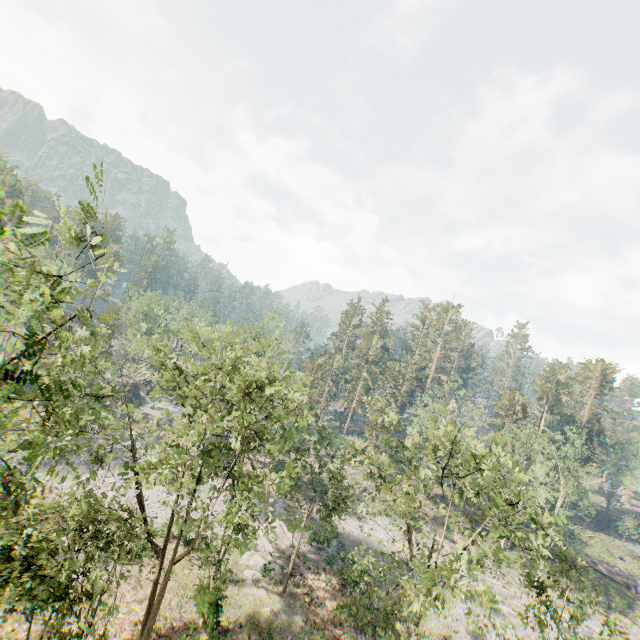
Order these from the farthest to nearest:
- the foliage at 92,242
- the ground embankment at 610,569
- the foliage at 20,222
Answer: the ground embankment at 610,569 → the foliage at 92,242 → the foliage at 20,222

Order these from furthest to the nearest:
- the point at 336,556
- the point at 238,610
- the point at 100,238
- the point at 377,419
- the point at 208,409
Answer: the point at 336,556, the point at 377,419, the point at 238,610, the point at 208,409, the point at 100,238

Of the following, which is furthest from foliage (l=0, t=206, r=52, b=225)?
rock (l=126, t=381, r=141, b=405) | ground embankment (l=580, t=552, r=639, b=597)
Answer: rock (l=126, t=381, r=141, b=405)

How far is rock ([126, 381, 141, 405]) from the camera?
54.4 meters

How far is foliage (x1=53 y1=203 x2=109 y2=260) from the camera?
5.26m

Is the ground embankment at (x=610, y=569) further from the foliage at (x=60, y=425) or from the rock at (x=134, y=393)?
the rock at (x=134, y=393)

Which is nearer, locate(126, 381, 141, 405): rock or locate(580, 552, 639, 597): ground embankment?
locate(580, 552, 639, 597): ground embankment

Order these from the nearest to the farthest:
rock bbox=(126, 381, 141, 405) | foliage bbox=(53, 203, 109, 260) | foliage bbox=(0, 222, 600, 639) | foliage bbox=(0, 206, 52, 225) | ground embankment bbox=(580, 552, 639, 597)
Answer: foliage bbox=(0, 206, 52, 225)
foliage bbox=(53, 203, 109, 260)
foliage bbox=(0, 222, 600, 639)
ground embankment bbox=(580, 552, 639, 597)
rock bbox=(126, 381, 141, 405)
